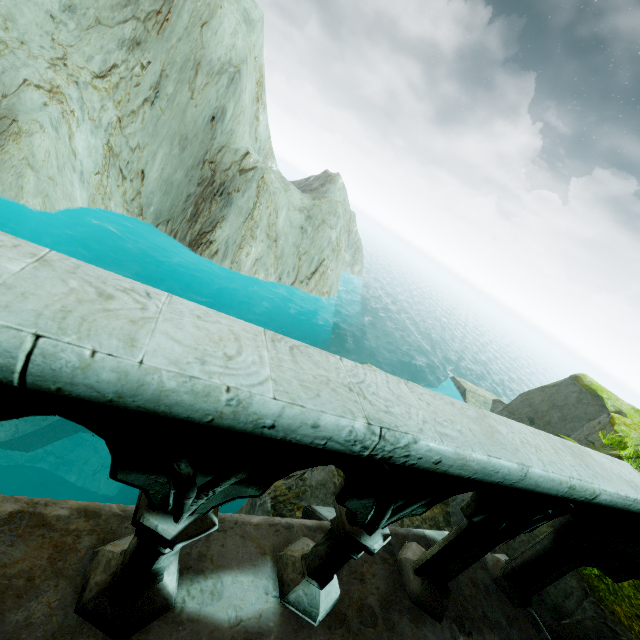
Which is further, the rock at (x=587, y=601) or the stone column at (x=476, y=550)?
the rock at (x=587, y=601)

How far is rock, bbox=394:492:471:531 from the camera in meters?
5.0 m

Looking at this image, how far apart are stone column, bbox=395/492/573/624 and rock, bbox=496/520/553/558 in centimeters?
106cm

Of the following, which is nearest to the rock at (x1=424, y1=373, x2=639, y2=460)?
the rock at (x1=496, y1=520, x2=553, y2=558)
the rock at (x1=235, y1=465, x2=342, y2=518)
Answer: the rock at (x1=235, y1=465, x2=342, y2=518)

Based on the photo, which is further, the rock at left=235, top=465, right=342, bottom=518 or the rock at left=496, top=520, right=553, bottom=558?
the rock at left=235, top=465, right=342, bottom=518

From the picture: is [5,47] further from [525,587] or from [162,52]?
[525,587]

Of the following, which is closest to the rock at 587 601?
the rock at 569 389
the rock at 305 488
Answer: the rock at 305 488

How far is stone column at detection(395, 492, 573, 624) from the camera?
1.7m
